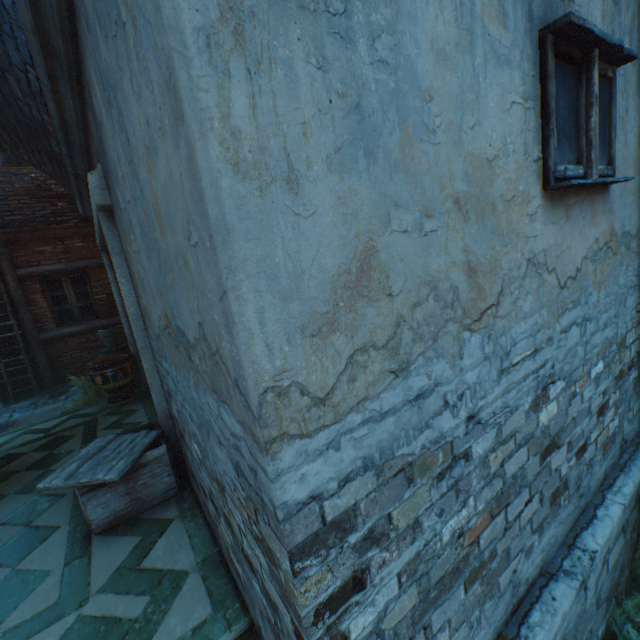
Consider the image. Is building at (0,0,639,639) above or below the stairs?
above

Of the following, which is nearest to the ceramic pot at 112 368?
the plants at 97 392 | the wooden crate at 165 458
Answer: the plants at 97 392

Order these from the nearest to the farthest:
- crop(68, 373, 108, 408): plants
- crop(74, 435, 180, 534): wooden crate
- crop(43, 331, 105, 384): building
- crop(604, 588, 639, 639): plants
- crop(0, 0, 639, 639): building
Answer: crop(0, 0, 639, 639): building
crop(604, 588, 639, 639): plants
crop(74, 435, 180, 534): wooden crate
crop(68, 373, 108, 408): plants
crop(43, 331, 105, 384): building

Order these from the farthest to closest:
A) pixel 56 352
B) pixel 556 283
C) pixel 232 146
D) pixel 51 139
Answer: pixel 56 352, pixel 51 139, pixel 556 283, pixel 232 146

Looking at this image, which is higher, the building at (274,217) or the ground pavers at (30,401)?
the building at (274,217)

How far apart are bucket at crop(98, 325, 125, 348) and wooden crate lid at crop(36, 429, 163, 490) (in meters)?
4.06

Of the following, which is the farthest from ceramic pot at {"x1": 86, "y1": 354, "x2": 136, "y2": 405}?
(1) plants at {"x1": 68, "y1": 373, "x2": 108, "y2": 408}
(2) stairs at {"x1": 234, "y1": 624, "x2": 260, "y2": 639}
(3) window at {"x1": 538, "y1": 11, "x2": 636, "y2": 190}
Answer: (3) window at {"x1": 538, "y1": 11, "x2": 636, "y2": 190}

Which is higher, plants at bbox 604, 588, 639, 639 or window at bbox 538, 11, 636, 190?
window at bbox 538, 11, 636, 190
